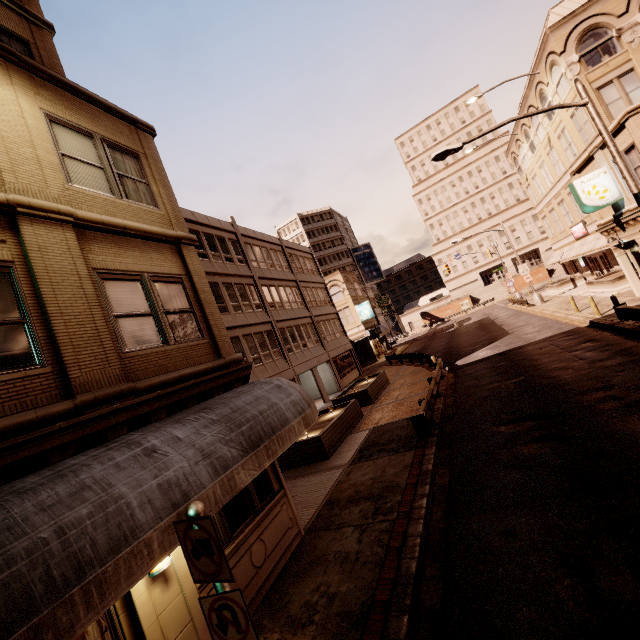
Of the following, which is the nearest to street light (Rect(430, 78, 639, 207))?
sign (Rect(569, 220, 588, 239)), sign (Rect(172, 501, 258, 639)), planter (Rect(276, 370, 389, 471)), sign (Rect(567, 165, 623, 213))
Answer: sign (Rect(567, 165, 623, 213))

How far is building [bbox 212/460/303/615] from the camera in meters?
6.2

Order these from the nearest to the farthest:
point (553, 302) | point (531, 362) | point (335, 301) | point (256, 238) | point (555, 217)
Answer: point (531, 362), point (256, 238), point (553, 302), point (555, 217), point (335, 301)

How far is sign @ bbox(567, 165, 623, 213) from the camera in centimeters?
1562cm

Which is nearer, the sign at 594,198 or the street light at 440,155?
the street light at 440,155

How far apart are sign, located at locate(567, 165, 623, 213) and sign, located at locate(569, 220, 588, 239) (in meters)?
16.17

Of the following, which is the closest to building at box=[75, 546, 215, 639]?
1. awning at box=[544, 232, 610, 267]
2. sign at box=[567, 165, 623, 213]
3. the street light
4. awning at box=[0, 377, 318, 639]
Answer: awning at box=[0, 377, 318, 639]

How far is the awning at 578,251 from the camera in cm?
2495
